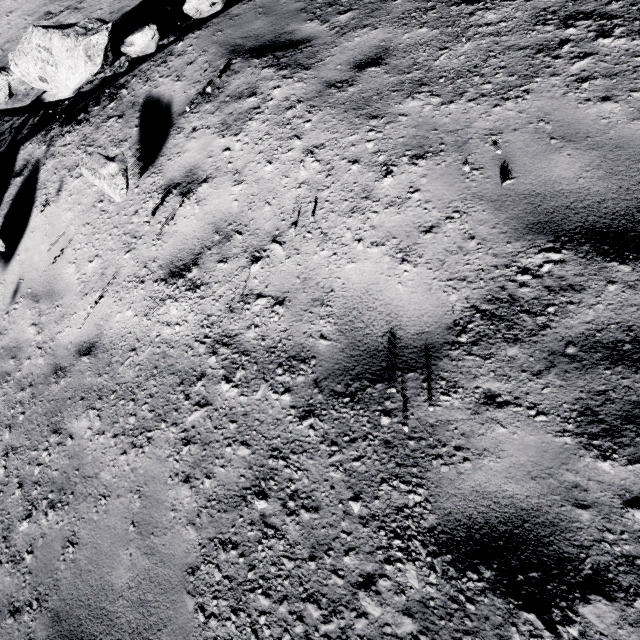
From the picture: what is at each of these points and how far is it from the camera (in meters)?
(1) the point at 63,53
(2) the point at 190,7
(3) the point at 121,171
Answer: (1) stone, 3.97
(2) stone, 4.02
(3) stone, 3.31

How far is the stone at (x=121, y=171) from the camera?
3.3m

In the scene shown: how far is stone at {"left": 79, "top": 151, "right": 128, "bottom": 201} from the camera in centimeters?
331cm

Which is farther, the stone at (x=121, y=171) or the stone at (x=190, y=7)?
the stone at (x=190, y=7)

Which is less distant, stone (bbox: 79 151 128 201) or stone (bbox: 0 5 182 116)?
stone (bbox: 79 151 128 201)

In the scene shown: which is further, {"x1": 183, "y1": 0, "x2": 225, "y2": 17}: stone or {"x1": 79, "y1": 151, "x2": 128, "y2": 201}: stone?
{"x1": 183, "y1": 0, "x2": 225, "y2": 17}: stone

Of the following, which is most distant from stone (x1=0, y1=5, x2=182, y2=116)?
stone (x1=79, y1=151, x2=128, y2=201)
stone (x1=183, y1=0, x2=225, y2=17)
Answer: stone (x1=79, y1=151, x2=128, y2=201)
